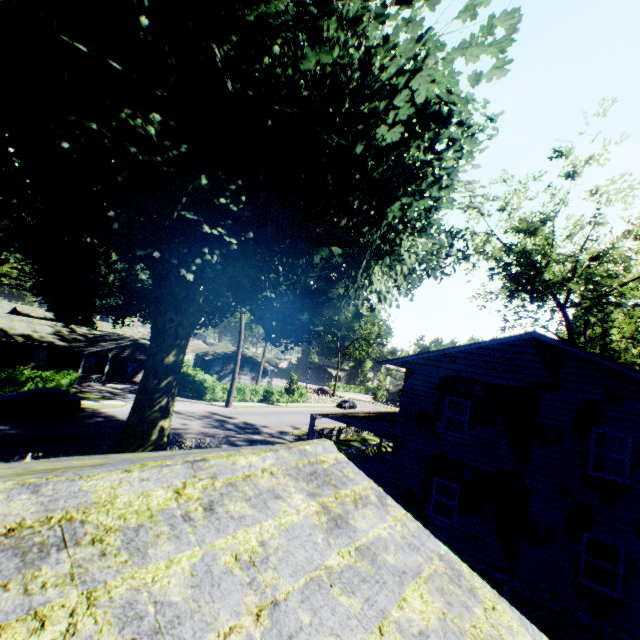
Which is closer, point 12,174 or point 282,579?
point 282,579

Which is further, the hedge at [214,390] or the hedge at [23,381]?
the hedge at [214,390]

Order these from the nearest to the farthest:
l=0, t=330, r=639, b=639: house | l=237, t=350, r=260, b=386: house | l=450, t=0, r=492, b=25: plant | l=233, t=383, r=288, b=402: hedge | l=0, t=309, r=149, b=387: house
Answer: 1. l=0, t=330, r=639, b=639: house
2. l=450, t=0, r=492, b=25: plant
3. l=0, t=309, r=149, b=387: house
4. l=233, t=383, r=288, b=402: hedge
5. l=237, t=350, r=260, b=386: house

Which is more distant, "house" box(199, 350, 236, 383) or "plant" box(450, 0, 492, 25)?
"house" box(199, 350, 236, 383)

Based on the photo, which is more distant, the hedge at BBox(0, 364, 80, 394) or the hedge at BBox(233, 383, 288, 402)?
the hedge at BBox(233, 383, 288, 402)

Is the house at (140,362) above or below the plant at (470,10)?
below

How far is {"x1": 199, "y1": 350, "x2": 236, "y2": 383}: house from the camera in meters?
53.6 m

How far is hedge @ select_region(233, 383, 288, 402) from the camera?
43.4 meters
